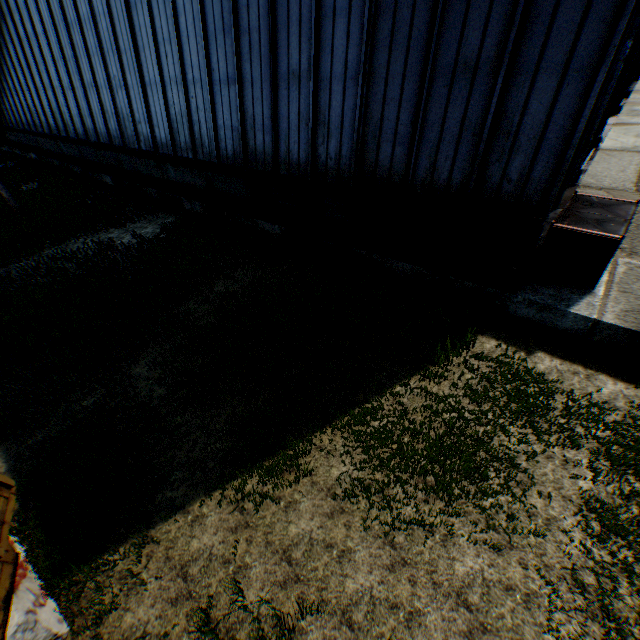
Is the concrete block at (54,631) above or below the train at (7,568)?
below

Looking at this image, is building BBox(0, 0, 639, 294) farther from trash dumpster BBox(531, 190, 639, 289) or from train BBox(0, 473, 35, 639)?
train BBox(0, 473, 35, 639)

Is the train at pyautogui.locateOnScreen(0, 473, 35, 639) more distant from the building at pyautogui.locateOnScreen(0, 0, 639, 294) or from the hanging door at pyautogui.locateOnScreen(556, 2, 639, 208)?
the hanging door at pyautogui.locateOnScreen(556, 2, 639, 208)

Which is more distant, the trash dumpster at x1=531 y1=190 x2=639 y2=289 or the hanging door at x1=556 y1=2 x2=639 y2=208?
the hanging door at x1=556 y1=2 x2=639 y2=208

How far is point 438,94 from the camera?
6.39m

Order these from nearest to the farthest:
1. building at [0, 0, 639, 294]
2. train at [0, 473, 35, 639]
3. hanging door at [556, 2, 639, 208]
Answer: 1. train at [0, 473, 35, 639]
2. building at [0, 0, 639, 294]
3. hanging door at [556, 2, 639, 208]

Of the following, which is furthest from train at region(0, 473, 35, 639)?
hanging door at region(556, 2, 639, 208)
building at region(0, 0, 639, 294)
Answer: hanging door at region(556, 2, 639, 208)

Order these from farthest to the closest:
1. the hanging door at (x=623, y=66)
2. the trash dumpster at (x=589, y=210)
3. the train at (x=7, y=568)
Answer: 1. the hanging door at (x=623, y=66)
2. the trash dumpster at (x=589, y=210)
3. the train at (x=7, y=568)
